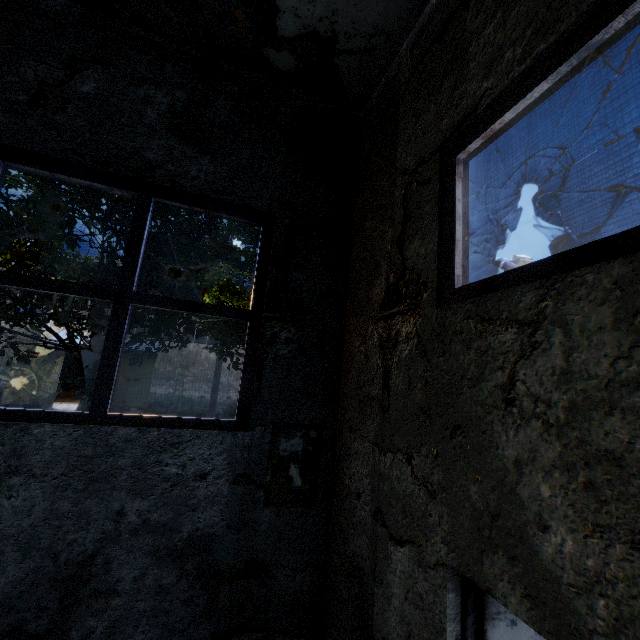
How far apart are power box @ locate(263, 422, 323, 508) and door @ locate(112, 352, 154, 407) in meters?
22.9 m

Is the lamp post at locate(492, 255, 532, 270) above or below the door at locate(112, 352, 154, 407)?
above

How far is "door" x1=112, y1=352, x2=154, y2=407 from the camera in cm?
2236

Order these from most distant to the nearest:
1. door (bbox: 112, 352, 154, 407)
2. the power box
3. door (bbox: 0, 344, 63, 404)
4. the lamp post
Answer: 1. door (bbox: 112, 352, 154, 407)
2. door (bbox: 0, 344, 63, 404)
3. the lamp post
4. the power box

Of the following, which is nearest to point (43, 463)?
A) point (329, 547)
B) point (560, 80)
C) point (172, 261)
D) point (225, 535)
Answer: point (225, 535)

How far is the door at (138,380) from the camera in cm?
2236

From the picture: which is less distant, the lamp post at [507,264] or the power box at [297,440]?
the power box at [297,440]

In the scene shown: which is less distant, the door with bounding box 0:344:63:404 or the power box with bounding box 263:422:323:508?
the power box with bounding box 263:422:323:508
